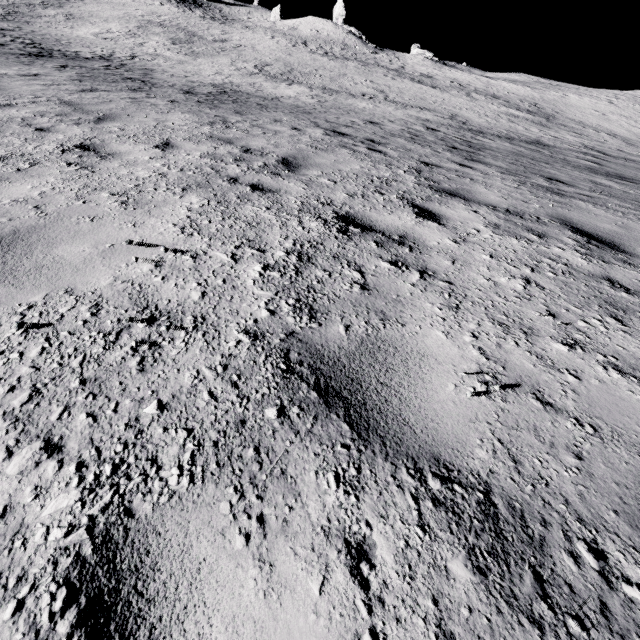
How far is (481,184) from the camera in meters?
5.3 m
